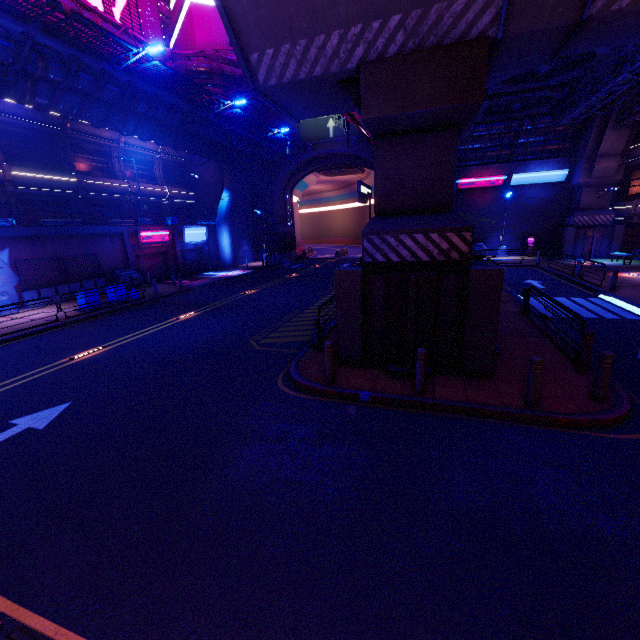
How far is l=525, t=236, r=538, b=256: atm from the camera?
31.80m

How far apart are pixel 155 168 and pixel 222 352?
33.1 meters

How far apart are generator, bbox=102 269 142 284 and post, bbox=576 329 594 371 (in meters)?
26.30

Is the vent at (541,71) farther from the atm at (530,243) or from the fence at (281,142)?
the fence at (281,142)

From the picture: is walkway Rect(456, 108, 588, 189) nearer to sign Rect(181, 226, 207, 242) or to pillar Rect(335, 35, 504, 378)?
pillar Rect(335, 35, 504, 378)

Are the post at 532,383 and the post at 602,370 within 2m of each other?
yes

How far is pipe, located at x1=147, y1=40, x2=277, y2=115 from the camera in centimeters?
2758cm

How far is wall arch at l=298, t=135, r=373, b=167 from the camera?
34.0m
